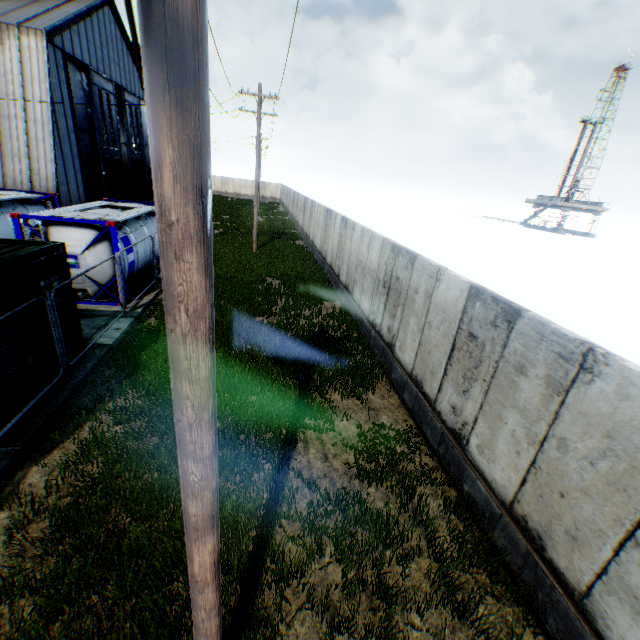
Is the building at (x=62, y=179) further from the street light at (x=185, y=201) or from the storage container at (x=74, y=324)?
Result: the street light at (x=185, y=201)

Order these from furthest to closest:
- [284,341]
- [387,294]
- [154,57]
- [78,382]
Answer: [284,341] → [387,294] → [78,382] → [154,57]

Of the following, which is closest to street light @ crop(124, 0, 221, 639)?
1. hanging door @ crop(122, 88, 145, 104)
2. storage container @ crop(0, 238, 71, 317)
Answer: storage container @ crop(0, 238, 71, 317)

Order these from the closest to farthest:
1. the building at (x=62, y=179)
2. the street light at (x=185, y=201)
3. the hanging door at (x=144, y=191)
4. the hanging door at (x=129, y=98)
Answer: the street light at (x=185, y=201) < the building at (x=62, y=179) < the hanging door at (x=129, y=98) < the hanging door at (x=144, y=191)

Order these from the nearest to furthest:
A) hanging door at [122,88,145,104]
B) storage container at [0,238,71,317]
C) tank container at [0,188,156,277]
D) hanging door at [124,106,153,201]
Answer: storage container at [0,238,71,317] → tank container at [0,188,156,277] → hanging door at [122,88,145,104] → hanging door at [124,106,153,201]

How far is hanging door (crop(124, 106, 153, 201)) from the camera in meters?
32.8 m

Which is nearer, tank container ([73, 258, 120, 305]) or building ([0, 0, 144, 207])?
tank container ([73, 258, 120, 305])

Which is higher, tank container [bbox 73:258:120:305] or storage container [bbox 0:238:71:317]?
storage container [bbox 0:238:71:317]
